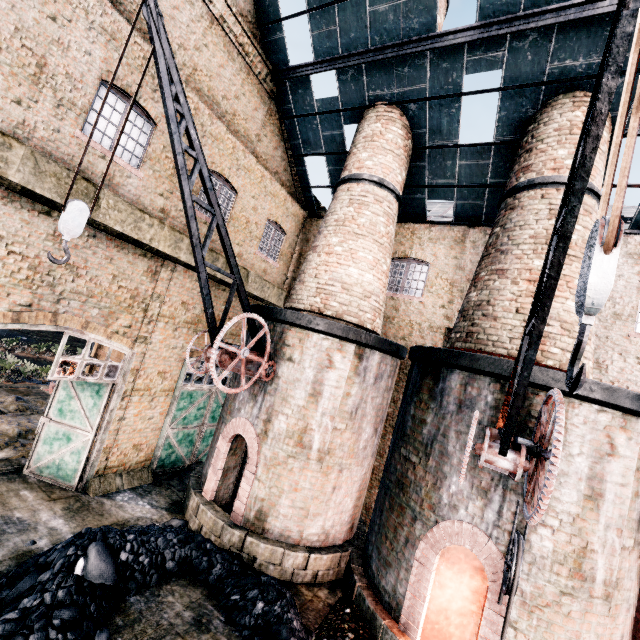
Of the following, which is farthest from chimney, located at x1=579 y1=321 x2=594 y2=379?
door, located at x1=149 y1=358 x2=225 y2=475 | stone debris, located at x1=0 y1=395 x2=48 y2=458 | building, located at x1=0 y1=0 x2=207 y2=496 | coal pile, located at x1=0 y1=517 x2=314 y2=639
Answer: stone debris, located at x1=0 y1=395 x2=48 y2=458

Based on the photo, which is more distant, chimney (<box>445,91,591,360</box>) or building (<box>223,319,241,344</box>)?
building (<box>223,319,241,344</box>)

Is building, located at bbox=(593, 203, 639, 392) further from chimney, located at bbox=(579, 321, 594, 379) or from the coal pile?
the coal pile

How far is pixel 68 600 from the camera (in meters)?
6.12

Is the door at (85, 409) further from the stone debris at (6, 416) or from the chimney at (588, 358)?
the chimney at (588, 358)

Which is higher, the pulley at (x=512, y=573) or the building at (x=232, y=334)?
the building at (x=232, y=334)

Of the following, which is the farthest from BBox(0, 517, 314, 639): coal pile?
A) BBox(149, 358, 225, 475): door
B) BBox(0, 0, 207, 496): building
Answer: BBox(149, 358, 225, 475): door

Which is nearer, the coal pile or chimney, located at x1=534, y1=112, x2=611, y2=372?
the coal pile
